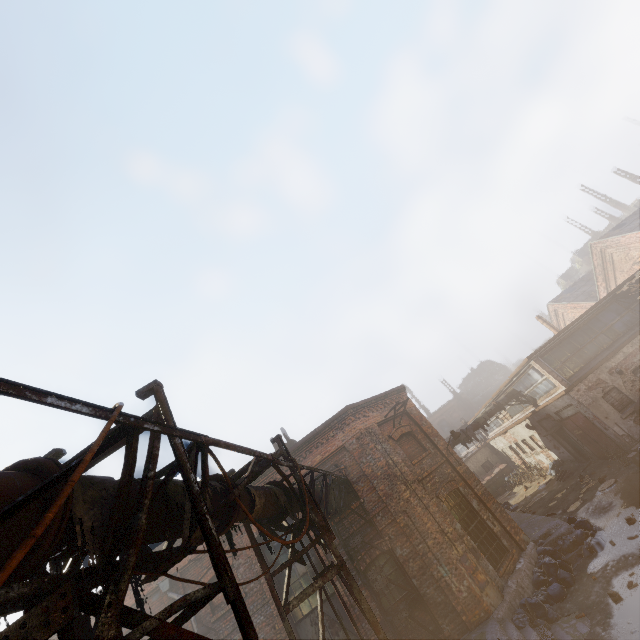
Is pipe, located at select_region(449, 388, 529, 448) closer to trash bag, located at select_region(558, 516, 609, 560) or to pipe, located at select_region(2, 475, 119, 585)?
trash bag, located at select_region(558, 516, 609, 560)

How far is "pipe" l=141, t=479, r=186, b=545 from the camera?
3.01m

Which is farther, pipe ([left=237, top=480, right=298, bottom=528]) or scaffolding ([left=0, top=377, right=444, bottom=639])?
pipe ([left=237, top=480, right=298, bottom=528])

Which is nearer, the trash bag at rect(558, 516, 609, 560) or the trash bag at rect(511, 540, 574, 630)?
the trash bag at rect(511, 540, 574, 630)

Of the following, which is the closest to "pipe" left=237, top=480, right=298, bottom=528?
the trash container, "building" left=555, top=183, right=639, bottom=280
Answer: the trash container

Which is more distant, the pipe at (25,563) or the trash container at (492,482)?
the trash container at (492,482)

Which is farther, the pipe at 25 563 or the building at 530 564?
the building at 530 564

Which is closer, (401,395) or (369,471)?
(369,471)
